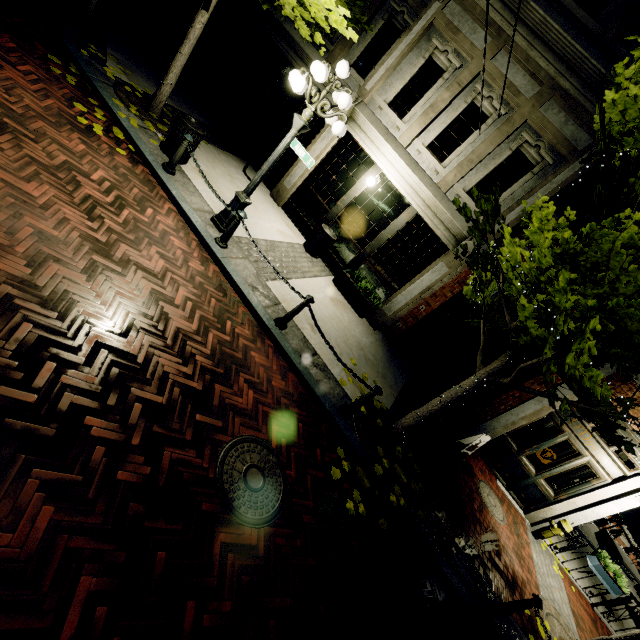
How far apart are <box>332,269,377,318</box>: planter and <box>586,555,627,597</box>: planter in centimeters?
843cm

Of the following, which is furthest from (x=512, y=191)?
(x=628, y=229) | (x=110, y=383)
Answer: (x=110, y=383)

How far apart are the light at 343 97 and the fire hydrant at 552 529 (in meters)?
10.53

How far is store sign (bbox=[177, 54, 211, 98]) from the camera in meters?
10.4

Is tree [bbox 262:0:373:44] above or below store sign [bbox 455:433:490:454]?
above

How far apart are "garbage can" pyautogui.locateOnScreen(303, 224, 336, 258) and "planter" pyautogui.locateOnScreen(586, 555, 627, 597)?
10.7m

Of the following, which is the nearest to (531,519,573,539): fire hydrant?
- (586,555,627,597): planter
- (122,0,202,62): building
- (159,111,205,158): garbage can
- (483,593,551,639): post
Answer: (122,0,202,62): building

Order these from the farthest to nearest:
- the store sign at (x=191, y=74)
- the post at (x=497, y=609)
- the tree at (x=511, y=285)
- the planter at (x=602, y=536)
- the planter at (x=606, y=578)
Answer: the planter at (x=602, y=536) → the store sign at (x=191, y=74) → the planter at (x=606, y=578) → the post at (x=497, y=609) → the tree at (x=511, y=285)
